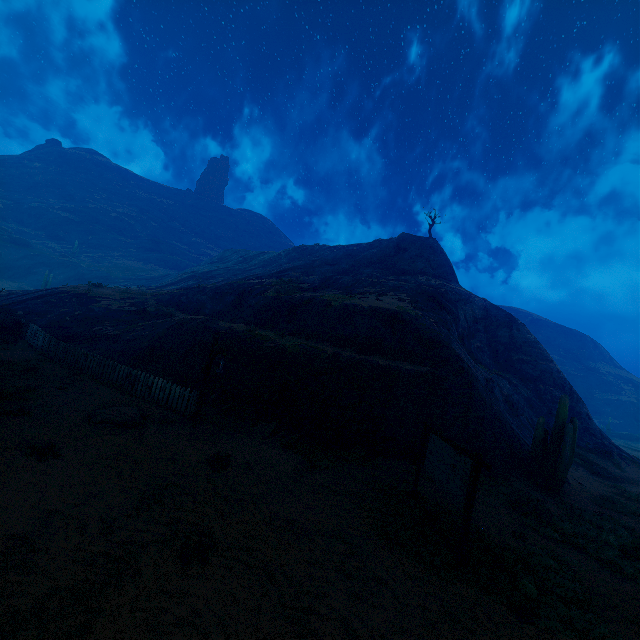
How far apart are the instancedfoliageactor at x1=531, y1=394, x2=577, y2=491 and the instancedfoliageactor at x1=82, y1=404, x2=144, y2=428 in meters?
15.6

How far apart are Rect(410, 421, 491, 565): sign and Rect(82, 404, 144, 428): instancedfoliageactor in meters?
8.5 m

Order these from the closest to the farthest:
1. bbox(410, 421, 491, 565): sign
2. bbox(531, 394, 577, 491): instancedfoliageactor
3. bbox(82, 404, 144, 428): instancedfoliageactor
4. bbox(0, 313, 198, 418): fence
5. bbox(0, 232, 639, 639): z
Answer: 1. bbox(0, 232, 639, 639): z
2. bbox(410, 421, 491, 565): sign
3. bbox(82, 404, 144, 428): instancedfoliageactor
4. bbox(0, 313, 198, 418): fence
5. bbox(531, 394, 577, 491): instancedfoliageactor

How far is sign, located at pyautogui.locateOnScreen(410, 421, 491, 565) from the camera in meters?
6.7 m

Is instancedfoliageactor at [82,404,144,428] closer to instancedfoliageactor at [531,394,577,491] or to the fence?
the fence

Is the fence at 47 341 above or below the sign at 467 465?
below

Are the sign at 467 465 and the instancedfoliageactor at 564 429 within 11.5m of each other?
yes

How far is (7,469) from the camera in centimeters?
623cm
